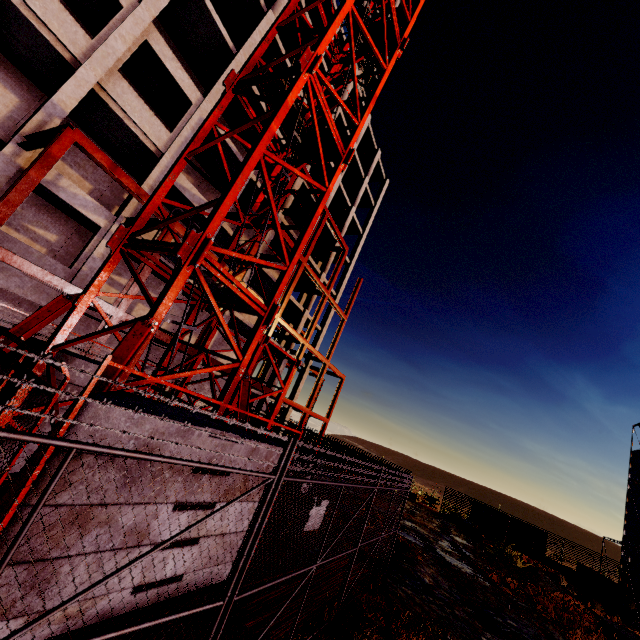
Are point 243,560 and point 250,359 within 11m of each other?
yes

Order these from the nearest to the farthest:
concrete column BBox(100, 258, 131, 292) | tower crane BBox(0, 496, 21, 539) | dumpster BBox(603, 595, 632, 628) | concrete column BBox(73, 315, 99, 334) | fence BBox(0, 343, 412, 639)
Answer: fence BBox(0, 343, 412, 639) < tower crane BBox(0, 496, 21, 539) < dumpster BBox(603, 595, 632, 628) < concrete column BBox(73, 315, 99, 334) < concrete column BBox(100, 258, 131, 292)

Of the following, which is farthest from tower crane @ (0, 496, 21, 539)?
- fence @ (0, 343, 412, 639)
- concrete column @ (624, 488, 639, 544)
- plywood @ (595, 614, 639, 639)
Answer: concrete column @ (624, 488, 639, 544)

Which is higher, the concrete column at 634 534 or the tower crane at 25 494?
the concrete column at 634 534

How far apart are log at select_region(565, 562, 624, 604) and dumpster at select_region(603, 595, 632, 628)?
2.9 meters

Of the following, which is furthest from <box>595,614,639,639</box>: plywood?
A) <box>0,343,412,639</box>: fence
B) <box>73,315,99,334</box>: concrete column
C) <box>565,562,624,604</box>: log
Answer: <box>73,315,99,334</box>: concrete column

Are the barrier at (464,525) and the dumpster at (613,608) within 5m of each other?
no

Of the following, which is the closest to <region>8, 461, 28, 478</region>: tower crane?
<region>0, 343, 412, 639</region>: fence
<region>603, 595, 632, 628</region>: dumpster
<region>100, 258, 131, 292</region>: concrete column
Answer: <region>0, 343, 412, 639</region>: fence
